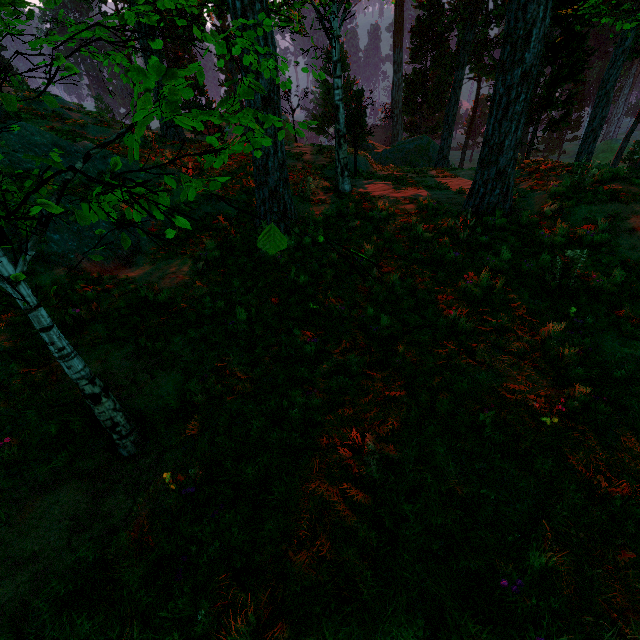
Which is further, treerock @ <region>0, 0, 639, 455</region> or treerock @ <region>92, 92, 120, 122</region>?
treerock @ <region>92, 92, 120, 122</region>

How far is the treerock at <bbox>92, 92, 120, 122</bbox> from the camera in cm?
1980

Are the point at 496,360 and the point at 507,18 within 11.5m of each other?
yes

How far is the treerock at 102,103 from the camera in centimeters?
1980cm
